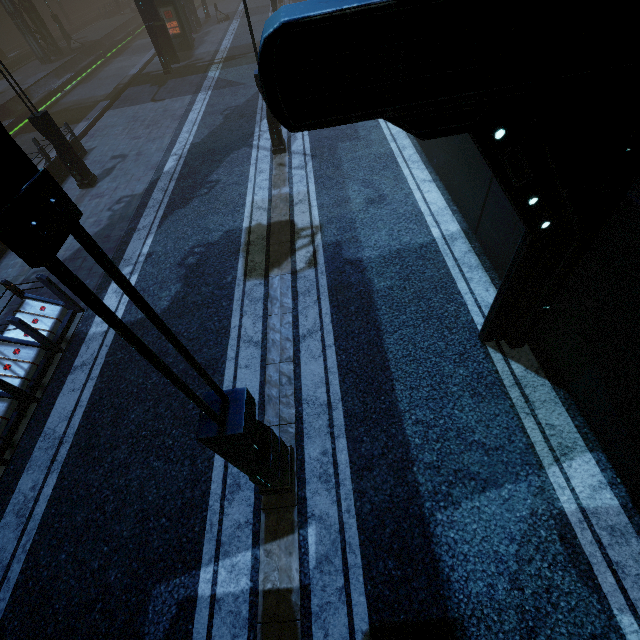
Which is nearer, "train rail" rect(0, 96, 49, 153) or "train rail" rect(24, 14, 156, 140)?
"train rail" rect(0, 96, 49, 153)

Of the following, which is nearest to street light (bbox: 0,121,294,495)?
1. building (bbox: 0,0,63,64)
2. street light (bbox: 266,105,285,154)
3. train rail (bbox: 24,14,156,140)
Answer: building (bbox: 0,0,63,64)

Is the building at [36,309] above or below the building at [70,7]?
below

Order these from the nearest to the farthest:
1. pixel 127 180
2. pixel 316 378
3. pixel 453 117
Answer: pixel 453 117, pixel 316 378, pixel 127 180

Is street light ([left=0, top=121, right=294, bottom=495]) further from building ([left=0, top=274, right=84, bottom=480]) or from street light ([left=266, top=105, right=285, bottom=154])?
street light ([left=266, top=105, right=285, bottom=154])

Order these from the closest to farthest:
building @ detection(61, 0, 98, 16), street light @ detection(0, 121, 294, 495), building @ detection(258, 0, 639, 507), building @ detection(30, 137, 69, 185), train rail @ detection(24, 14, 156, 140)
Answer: street light @ detection(0, 121, 294, 495) → building @ detection(258, 0, 639, 507) → building @ detection(30, 137, 69, 185) → train rail @ detection(24, 14, 156, 140) → building @ detection(61, 0, 98, 16)

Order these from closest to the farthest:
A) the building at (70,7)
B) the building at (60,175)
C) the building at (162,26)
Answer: the building at (60,175), the building at (162,26), the building at (70,7)

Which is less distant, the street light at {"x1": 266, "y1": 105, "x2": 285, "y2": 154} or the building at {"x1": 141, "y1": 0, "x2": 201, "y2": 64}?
the street light at {"x1": 266, "y1": 105, "x2": 285, "y2": 154}
